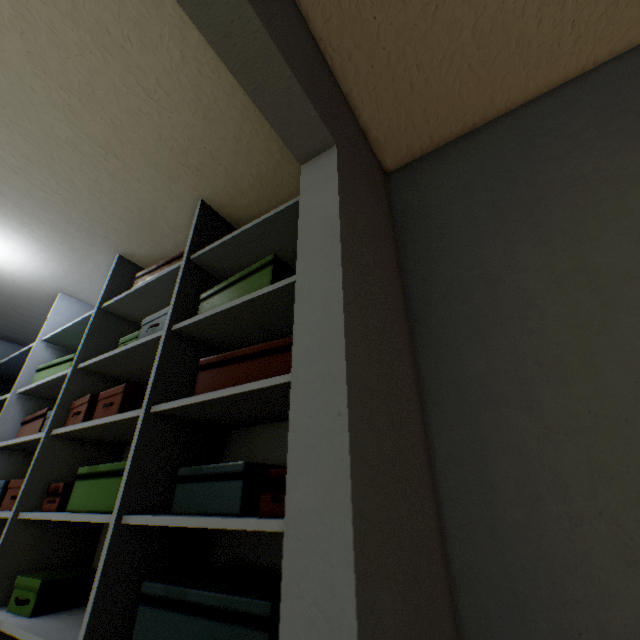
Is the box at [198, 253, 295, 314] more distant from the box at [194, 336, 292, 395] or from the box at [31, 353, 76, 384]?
the box at [31, 353, 76, 384]

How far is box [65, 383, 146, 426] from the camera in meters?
1.2

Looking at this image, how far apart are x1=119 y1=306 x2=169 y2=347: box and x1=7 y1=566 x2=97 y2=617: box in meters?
0.9 m

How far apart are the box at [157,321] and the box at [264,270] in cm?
18

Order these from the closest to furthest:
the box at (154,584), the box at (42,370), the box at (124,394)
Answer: the box at (154,584) → the box at (124,394) → the box at (42,370)

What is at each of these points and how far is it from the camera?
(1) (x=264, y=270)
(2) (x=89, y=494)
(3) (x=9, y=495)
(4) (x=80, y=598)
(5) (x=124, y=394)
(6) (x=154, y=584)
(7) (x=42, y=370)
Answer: (1) box, 1.1m
(2) box, 1.1m
(3) box, 1.4m
(4) box, 1.1m
(5) box, 1.2m
(6) box, 0.8m
(7) box, 1.9m

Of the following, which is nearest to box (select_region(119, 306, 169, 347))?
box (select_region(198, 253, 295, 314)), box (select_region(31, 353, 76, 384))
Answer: box (select_region(198, 253, 295, 314))

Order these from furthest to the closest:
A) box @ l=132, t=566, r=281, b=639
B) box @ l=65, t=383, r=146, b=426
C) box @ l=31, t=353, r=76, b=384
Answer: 1. box @ l=31, t=353, r=76, b=384
2. box @ l=65, t=383, r=146, b=426
3. box @ l=132, t=566, r=281, b=639
